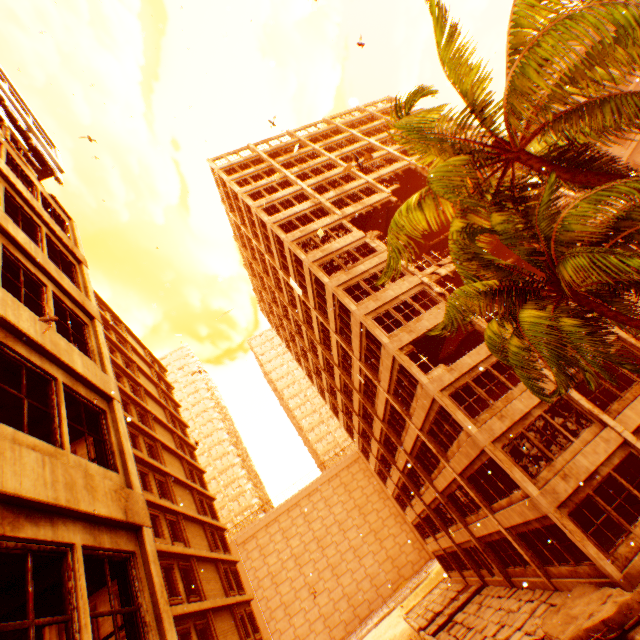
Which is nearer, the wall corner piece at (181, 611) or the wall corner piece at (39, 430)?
the wall corner piece at (39, 430)

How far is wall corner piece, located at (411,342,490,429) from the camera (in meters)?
15.96

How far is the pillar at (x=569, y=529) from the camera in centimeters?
1109cm

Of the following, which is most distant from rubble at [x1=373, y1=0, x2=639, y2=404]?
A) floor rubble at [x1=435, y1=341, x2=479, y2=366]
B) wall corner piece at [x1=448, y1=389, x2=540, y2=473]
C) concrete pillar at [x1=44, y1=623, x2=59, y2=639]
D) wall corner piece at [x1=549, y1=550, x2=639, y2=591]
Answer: concrete pillar at [x1=44, y1=623, x2=59, y2=639]

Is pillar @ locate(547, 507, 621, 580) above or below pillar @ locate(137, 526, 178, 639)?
below

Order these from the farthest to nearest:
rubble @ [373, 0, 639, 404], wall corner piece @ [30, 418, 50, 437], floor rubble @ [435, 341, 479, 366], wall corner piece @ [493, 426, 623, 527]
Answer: floor rubble @ [435, 341, 479, 366] → wall corner piece @ [493, 426, 623, 527] → wall corner piece @ [30, 418, 50, 437] → rubble @ [373, 0, 639, 404]

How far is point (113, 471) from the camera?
6.03m
